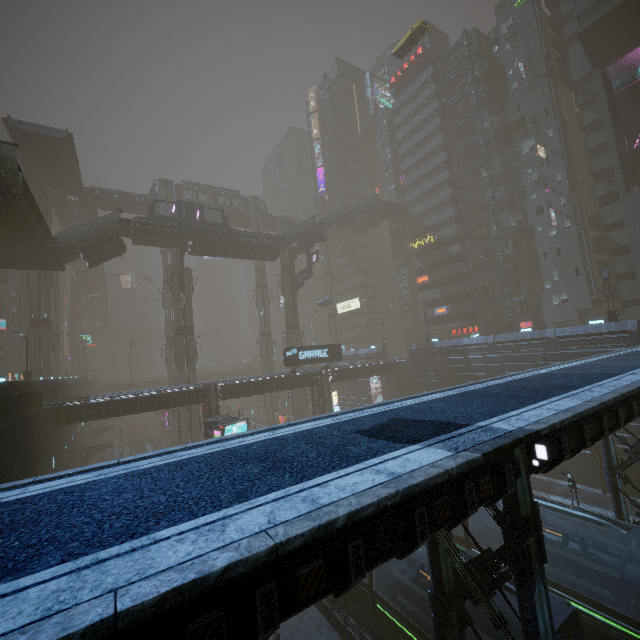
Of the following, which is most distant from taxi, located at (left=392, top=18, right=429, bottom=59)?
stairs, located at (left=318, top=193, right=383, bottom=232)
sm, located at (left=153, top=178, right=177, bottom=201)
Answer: sm, located at (left=153, top=178, right=177, bottom=201)

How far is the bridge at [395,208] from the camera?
55.8 meters

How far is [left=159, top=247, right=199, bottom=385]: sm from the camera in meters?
40.8 m

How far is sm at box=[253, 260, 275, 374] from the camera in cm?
5775

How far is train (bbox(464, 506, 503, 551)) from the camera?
18.0m

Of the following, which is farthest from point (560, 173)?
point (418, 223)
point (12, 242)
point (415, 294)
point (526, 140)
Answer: point (12, 242)

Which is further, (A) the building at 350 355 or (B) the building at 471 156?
(A) the building at 350 355

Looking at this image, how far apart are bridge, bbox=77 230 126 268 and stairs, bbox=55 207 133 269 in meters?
0.0 m
